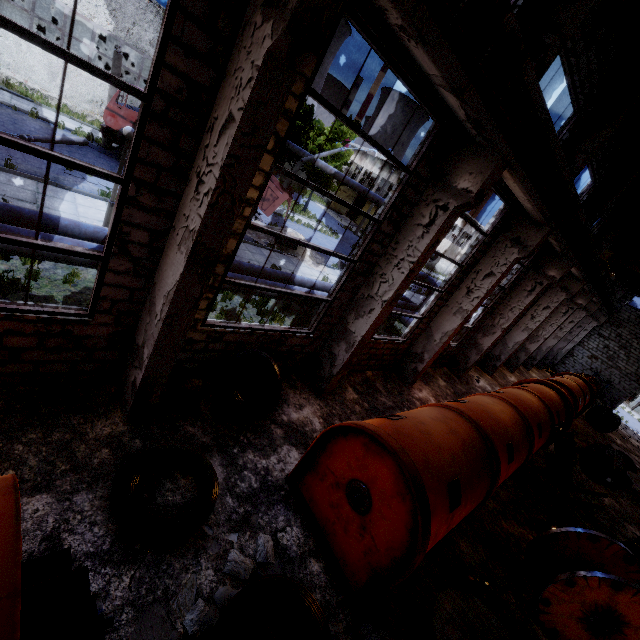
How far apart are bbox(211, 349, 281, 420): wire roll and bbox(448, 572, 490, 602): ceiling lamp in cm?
444

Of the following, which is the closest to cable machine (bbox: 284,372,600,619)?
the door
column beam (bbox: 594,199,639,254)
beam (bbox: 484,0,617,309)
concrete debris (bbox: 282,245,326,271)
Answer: beam (bbox: 484,0,617,309)

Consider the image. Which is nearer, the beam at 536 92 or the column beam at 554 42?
the beam at 536 92

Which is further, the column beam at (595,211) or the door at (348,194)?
the door at (348,194)

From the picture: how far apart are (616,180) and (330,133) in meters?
24.5 m

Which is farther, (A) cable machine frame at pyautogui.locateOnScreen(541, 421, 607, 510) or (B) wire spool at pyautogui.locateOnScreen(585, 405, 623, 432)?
(B) wire spool at pyautogui.locateOnScreen(585, 405, 623, 432)

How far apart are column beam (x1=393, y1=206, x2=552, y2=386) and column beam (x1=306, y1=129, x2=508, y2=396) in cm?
402

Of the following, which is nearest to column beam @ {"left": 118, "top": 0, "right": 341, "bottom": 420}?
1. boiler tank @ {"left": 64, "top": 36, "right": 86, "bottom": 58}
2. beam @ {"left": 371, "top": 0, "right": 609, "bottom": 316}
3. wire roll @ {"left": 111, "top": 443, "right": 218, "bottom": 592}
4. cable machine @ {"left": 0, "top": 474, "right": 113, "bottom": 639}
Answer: beam @ {"left": 371, "top": 0, "right": 609, "bottom": 316}
